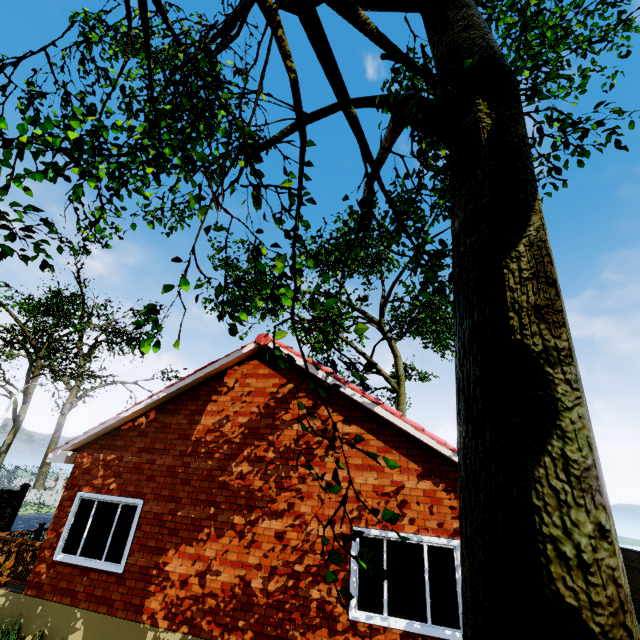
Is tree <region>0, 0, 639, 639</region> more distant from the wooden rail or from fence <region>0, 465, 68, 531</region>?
the wooden rail

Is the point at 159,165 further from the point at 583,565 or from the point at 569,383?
the point at 583,565

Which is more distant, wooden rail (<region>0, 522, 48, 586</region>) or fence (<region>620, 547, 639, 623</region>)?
fence (<region>620, 547, 639, 623</region>)

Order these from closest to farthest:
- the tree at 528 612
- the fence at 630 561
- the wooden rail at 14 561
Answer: the tree at 528 612, the wooden rail at 14 561, the fence at 630 561

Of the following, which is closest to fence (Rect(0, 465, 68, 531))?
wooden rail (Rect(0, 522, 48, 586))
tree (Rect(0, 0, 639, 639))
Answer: tree (Rect(0, 0, 639, 639))

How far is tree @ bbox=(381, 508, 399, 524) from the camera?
1.94m

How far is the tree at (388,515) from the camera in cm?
194
